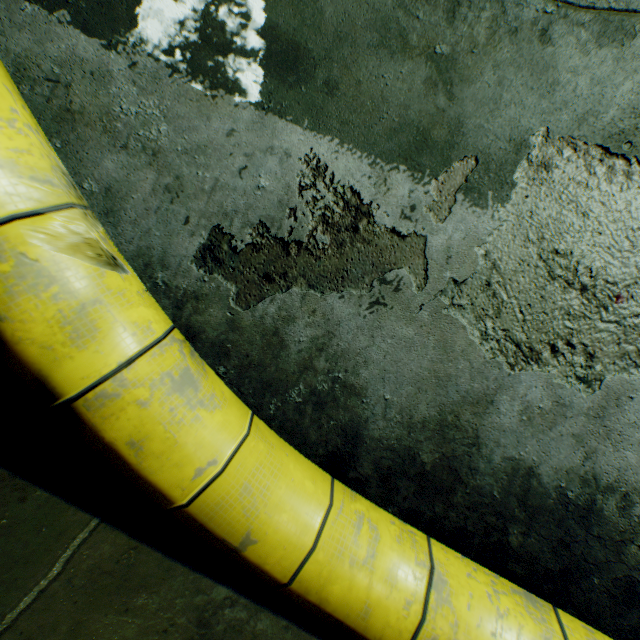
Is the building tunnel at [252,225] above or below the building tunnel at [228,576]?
above

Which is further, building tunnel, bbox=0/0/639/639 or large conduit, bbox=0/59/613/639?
building tunnel, bbox=0/0/639/639

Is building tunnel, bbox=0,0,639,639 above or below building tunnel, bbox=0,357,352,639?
above

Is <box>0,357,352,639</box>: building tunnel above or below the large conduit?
below

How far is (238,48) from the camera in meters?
1.5 m

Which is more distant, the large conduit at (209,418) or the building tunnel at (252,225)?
the building tunnel at (252,225)
